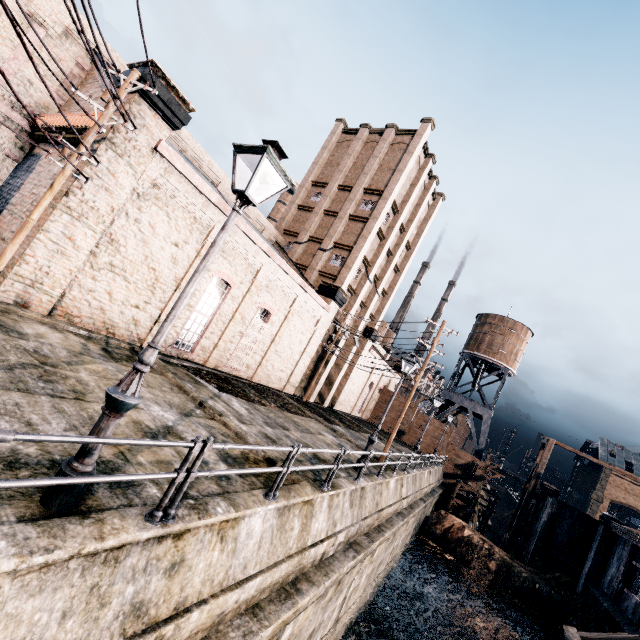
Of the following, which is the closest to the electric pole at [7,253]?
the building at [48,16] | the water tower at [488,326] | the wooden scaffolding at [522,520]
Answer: the building at [48,16]

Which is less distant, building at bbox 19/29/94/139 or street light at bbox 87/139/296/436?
street light at bbox 87/139/296/436

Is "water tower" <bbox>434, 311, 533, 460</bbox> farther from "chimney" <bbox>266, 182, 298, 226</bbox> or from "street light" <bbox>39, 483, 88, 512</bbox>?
"street light" <bbox>39, 483, 88, 512</bbox>

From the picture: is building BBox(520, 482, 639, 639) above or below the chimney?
below

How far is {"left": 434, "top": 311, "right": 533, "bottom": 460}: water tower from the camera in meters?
43.5 m

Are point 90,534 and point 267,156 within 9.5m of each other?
yes

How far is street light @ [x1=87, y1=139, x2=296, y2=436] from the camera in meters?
4.3

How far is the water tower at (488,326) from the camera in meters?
43.5
